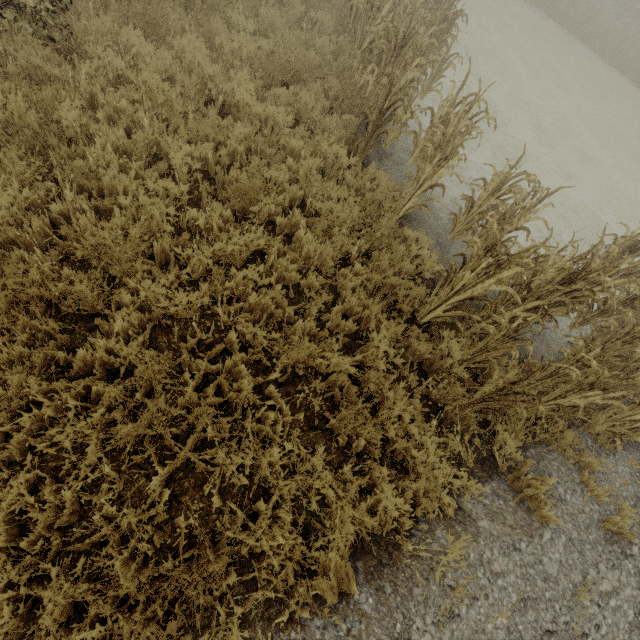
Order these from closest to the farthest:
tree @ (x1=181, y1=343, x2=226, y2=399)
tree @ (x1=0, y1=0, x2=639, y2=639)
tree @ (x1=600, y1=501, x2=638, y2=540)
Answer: tree @ (x1=0, y1=0, x2=639, y2=639), tree @ (x1=181, y1=343, x2=226, y2=399), tree @ (x1=600, y1=501, x2=638, y2=540)

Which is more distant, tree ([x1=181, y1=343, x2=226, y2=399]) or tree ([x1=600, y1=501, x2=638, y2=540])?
tree ([x1=600, y1=501, x2=638, y2=540])

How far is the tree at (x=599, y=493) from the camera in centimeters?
385cm

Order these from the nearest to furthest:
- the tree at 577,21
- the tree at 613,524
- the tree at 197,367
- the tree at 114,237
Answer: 1. the tree at 114,237
2. the tree at 197,367
3. the tree at 613,524
4. the tree at 577,21

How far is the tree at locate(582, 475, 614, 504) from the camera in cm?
385

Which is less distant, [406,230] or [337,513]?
[337,513]
